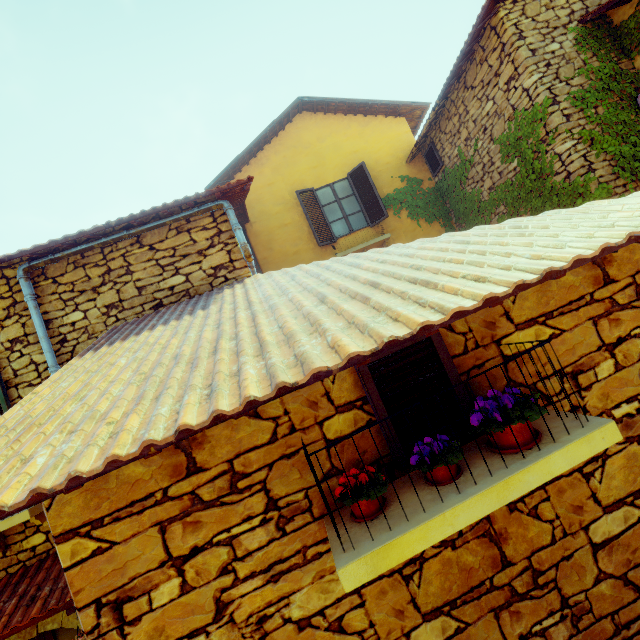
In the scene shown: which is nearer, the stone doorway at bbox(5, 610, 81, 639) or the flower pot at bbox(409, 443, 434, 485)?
the flower pot at bbox(409, 443, 434, 485)

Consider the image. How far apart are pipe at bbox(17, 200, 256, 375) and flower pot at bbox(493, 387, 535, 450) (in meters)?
3.75

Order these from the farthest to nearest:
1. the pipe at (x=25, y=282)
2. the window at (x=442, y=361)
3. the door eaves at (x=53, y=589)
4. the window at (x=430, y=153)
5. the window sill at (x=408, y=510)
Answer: the window at (x=430, y=153), the pipe at (x=25, y=282), the door eaves at (x=53, y=589), the window at (x=442, y=361), the window sill at (x=408, y=510)

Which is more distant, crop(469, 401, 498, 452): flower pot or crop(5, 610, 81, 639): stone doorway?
crop(5, 610, 81, 639): stone doorway

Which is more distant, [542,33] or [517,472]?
[542,33]

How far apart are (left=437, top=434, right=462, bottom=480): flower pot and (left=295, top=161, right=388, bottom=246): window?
7.29m

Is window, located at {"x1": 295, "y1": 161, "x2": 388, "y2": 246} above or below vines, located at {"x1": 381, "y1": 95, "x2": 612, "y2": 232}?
above

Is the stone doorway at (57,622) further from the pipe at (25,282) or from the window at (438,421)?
the window at (438,421)
